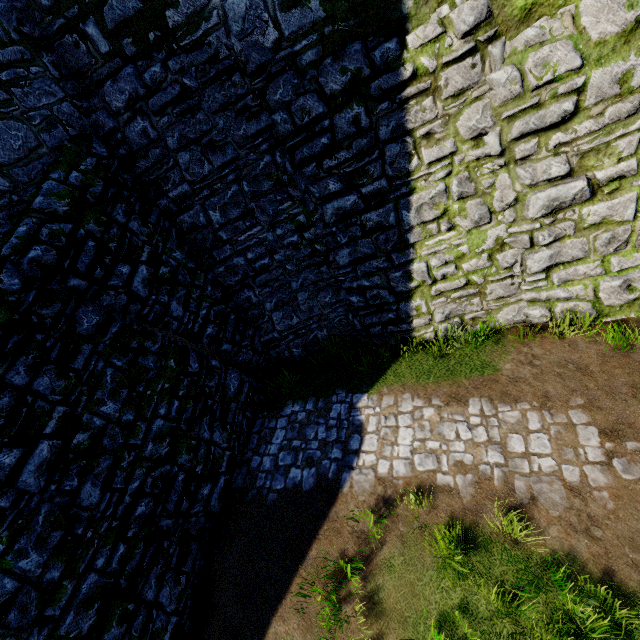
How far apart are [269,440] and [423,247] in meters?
5.3
